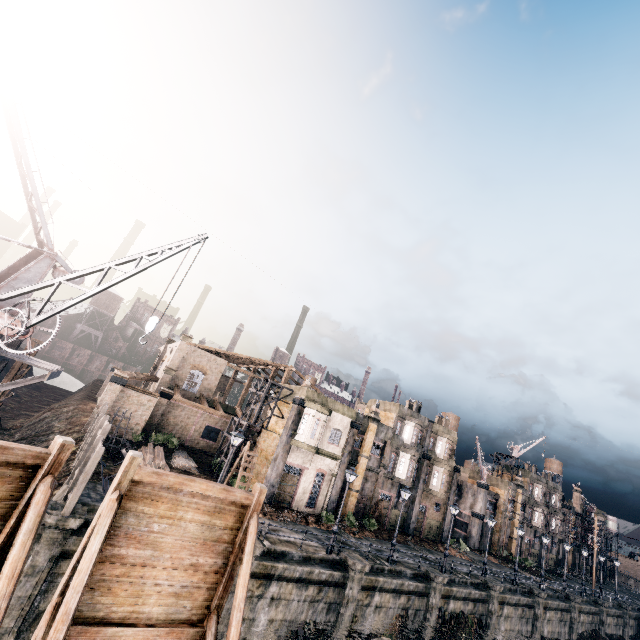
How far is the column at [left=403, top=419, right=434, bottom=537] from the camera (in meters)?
38.47

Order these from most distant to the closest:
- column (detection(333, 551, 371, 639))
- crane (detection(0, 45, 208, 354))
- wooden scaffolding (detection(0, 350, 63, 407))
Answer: column (detection(333, 551, 371, 639)) → wooden scaffolding (detection(0, 350, 63, 407)) → crane (detection(0, 45, 208, 354))

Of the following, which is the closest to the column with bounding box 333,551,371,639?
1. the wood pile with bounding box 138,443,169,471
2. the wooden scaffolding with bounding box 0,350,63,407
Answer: the wood pile with bounding box 138,443,169,471

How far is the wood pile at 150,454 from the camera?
23.5m

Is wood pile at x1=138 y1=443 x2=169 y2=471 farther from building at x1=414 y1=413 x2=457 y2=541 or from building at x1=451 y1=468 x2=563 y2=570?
building at x1=451 y1=468 x2=563 y2=570

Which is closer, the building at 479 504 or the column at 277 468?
the column at 277 468

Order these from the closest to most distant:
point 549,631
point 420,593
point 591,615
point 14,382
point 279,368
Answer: point 14,382
point 420,593
point 549,631
point 591,615
point 279,368

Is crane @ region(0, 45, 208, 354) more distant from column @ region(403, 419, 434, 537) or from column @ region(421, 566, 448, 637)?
column @ region(403, 419, 434, 537)
